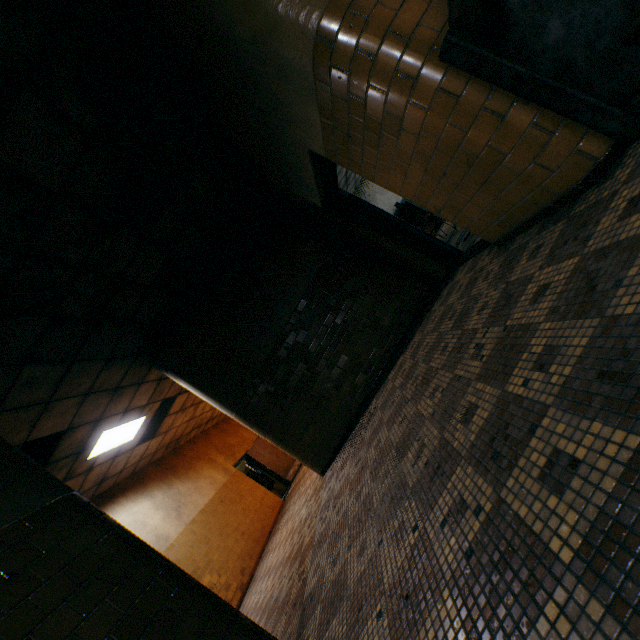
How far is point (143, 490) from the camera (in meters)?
8.14

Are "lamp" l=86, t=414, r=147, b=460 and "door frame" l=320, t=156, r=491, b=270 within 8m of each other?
yes

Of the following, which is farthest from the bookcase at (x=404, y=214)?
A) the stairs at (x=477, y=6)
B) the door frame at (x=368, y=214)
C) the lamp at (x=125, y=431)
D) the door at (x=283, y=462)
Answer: the stairs at (x=477, y=6)

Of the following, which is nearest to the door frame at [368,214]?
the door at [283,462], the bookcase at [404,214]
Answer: the bookcase at [404,214]

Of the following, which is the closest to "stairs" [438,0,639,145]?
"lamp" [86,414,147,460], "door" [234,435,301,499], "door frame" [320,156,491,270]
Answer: "door frame" [320,156,491,270]

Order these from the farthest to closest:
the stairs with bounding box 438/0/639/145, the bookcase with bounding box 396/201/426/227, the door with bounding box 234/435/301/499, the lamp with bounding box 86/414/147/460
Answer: the bookcase with bounding box 396/201/426/227 → the door with bounding box 234/435/301/499 → the lamp with bounding box 86/414/147/460 → the stairs with bounding box 438/0/639/145

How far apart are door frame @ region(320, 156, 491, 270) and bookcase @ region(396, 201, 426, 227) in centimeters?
858cm

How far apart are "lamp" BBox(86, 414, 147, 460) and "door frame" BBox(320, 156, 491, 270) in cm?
590
